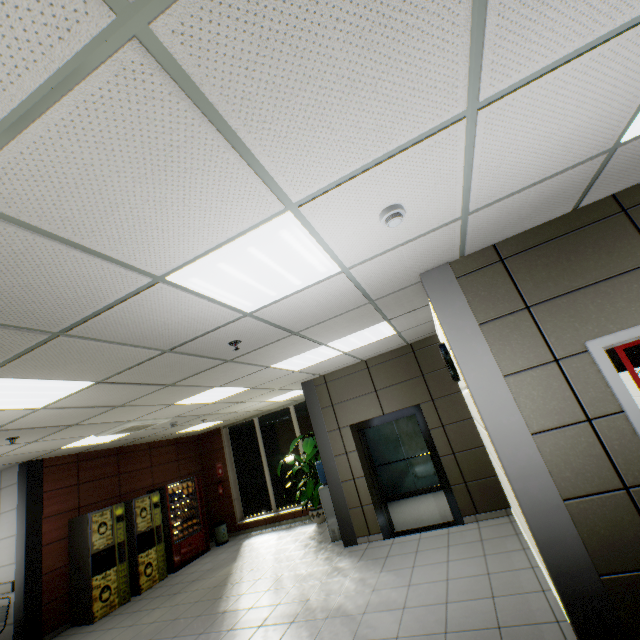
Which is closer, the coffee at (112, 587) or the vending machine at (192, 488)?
the coffee at (112, 587)

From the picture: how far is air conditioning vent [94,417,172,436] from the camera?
6.0m

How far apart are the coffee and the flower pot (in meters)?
4.17

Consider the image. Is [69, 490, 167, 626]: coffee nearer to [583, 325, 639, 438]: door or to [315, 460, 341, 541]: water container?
[315, 460, 341, 541]: water container

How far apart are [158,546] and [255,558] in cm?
256

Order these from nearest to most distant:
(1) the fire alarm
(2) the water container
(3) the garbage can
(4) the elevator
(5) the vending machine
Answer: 1. (1) the fire alarm
2. (4) the elevator
3. (2) the water container
4. (5) the vending machine
5. (3) the garbage can

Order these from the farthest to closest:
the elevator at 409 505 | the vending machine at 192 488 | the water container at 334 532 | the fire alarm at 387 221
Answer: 1. the vending machine at 192 488
2. the water container at 334 532
3. the elevator at 409 505
4. the fire alarm at 387 221

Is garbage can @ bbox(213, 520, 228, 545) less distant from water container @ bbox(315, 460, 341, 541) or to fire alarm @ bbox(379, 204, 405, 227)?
water container @ bbox(315, 460, 341, 541)
